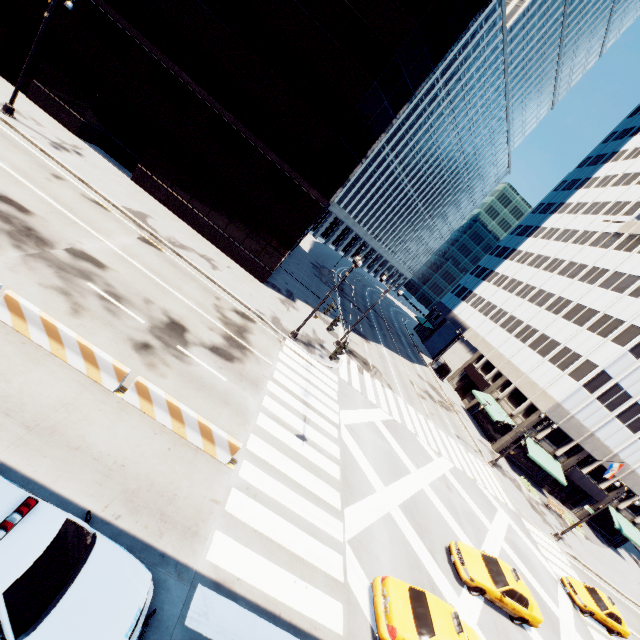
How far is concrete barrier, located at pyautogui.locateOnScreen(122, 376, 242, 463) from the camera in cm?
1004

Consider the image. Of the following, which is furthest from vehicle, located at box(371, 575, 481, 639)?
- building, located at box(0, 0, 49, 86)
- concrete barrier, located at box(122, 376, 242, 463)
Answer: building, located at box(0, 0, 49, 86)

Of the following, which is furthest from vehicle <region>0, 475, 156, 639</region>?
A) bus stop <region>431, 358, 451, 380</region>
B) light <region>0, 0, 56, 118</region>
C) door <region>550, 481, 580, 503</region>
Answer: door <region>550, 481, 580, 503</region>

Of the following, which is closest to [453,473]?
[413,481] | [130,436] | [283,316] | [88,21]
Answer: [413,481]

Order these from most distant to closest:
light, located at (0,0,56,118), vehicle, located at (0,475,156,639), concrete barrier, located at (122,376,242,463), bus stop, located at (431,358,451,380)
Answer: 1. bus stop, located at (431,358,451,380)
2. light, located at (0,0,56,118)
3. concrete barrier, located at (122,376,242,463)
4. vehicle, located at (0,475,156,639)

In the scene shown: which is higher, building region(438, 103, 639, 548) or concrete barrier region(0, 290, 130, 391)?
building region(438, 103, 639, 548)

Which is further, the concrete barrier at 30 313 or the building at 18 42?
the building at 18 42

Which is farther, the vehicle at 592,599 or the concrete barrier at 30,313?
the vehicle at 592,599
